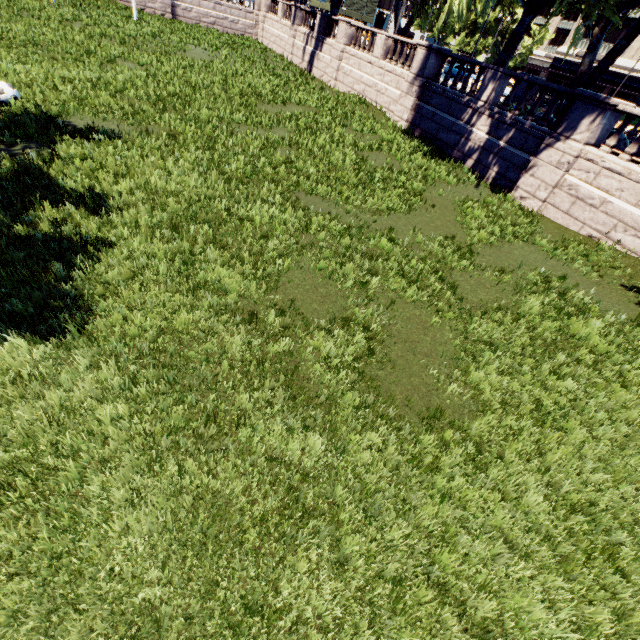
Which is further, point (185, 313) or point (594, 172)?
point (594, 172)

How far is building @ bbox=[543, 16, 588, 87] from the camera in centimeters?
4572cm

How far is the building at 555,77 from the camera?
45.72m

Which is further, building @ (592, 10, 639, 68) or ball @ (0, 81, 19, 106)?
building @ (592, 10, 639, 68)

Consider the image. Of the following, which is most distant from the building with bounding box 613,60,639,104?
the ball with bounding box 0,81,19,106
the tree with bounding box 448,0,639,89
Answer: the ball with bounding box 0,81,19,106

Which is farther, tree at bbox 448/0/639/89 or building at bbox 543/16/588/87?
building at bbox 543/16/588/87

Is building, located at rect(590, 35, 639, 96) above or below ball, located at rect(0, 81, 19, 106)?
above

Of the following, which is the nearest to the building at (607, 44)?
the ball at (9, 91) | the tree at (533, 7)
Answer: the tree at (533, 7)
